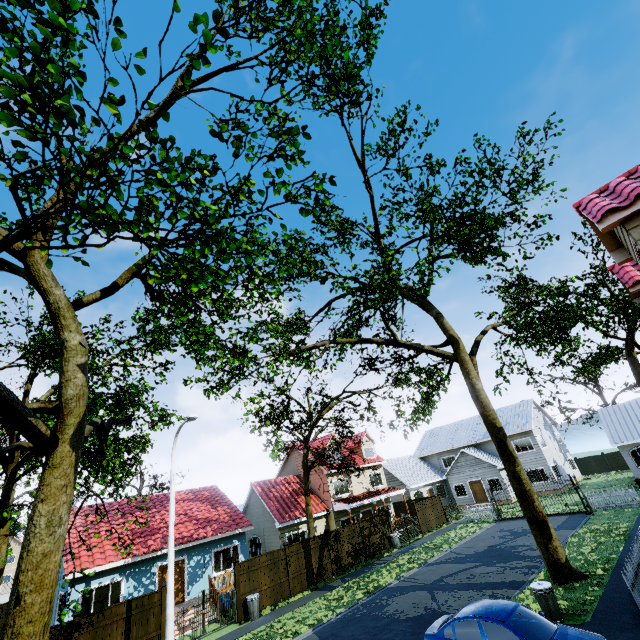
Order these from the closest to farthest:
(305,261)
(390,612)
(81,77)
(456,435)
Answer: (81,77), (390,612), (305,261), (456,435)

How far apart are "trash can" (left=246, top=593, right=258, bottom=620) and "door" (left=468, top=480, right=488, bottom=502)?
27.2 meters

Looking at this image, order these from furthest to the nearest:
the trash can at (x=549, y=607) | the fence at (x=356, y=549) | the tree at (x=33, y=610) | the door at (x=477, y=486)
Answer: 1. the door at (x=477, y=486)
2. the fence at (x=356, y=549)
3. the trash can at (x=549, y=607)
4. the tree at (x=33, y=610)

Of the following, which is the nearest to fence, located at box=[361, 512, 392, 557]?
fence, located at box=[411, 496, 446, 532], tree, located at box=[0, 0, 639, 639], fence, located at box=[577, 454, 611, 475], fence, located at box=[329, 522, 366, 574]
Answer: fence, located at box=[329, 522, 366, 574]

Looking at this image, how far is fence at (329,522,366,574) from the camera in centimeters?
2125cm

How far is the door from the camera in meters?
34.1

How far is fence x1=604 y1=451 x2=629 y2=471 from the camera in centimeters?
3844cm

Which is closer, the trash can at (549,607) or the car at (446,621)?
the car at (446,621)
